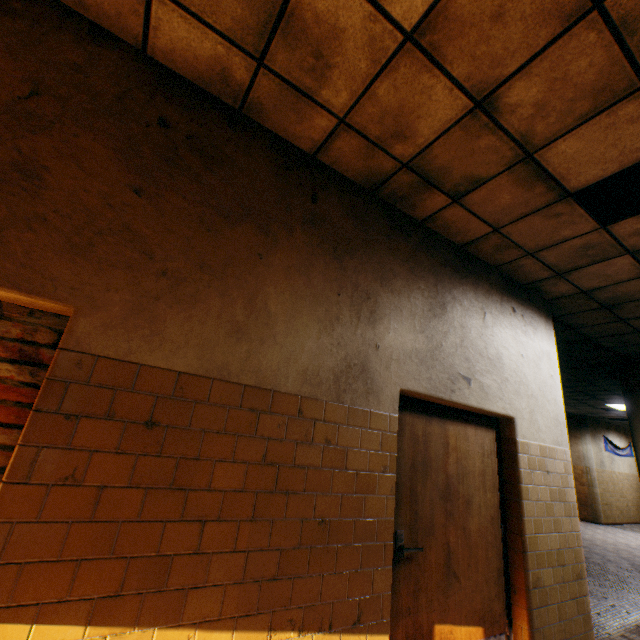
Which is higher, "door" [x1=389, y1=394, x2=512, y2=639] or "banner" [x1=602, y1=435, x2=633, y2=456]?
"banner" [x1=602, y1=435, x2=633, y2=456]

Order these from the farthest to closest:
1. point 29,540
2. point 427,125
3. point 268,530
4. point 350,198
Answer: point 350,198 < point 427,125 < point 268,530 < point 29,540

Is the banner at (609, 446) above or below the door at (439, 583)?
above

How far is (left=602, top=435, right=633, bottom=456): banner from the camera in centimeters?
1381cm

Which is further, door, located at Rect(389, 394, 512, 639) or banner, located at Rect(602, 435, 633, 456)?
banner, located at Rect(602, 435, 633, 456)

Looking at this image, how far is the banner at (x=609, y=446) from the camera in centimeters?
1381cm
